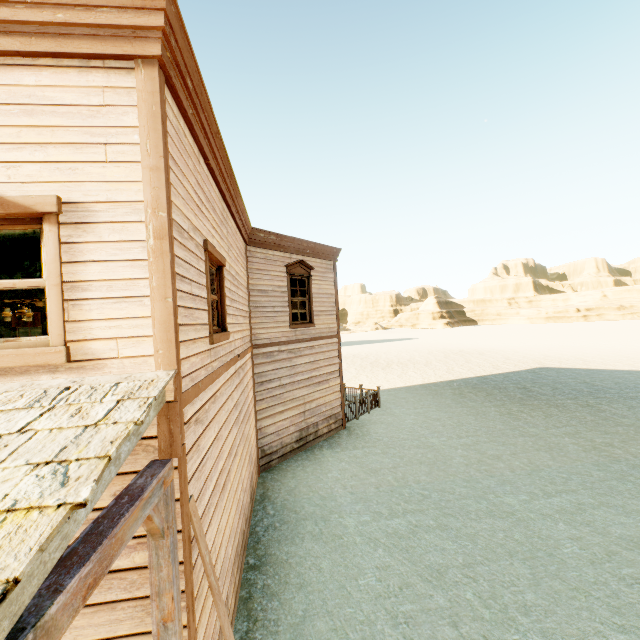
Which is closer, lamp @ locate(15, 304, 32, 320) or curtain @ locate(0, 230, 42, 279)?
curtain @ locate(0, 230, 42, 279)

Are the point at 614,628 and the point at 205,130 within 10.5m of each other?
yes

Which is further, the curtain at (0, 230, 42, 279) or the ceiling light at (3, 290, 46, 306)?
the ceiling light at (3, 290, 46, 306)

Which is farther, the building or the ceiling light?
the ceiling light

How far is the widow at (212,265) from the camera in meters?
4.1

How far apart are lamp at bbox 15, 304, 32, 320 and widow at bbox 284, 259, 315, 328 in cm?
646

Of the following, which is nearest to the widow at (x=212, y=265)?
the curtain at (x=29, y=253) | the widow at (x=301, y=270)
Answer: the curtain at (x=29, y=253)

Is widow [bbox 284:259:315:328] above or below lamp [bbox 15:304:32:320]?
above
